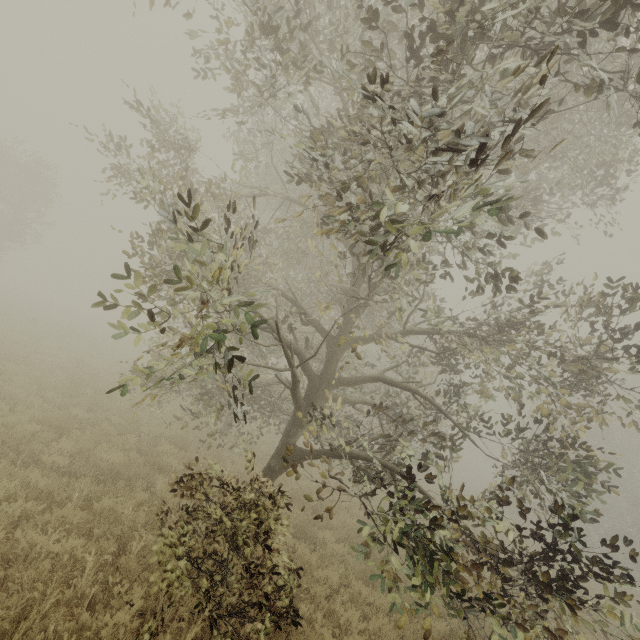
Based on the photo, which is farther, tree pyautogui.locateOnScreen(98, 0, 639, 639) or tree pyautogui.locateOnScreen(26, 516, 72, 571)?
tree pyautogui.locateOnScreen(26, 516, 72, 571)

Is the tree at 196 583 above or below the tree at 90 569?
above

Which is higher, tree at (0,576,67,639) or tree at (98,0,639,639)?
tree at (98,0,639,639)

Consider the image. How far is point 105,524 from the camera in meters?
6.3 m

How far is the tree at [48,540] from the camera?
4.6 meters

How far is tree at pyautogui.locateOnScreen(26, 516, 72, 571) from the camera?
4.60m
